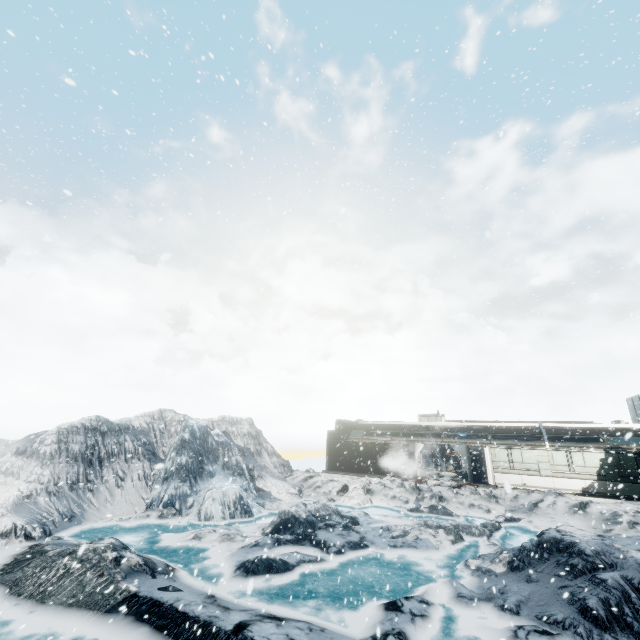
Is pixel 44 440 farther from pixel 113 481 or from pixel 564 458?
pixel 564 458
